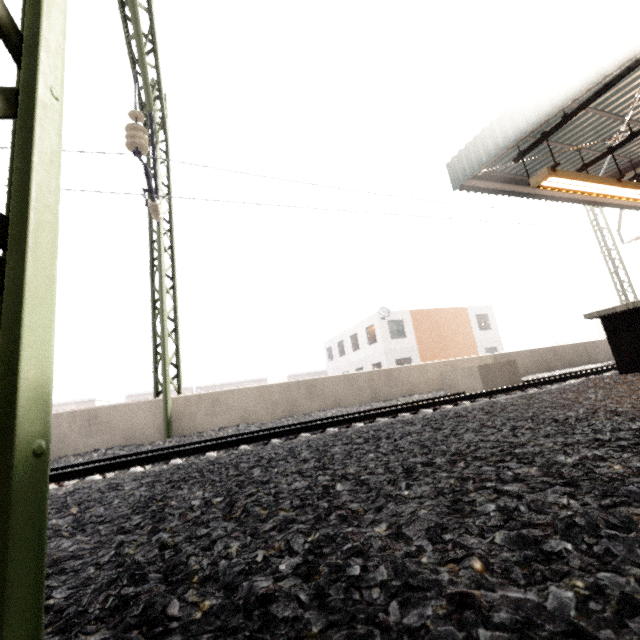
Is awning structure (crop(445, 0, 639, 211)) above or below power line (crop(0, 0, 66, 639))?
above

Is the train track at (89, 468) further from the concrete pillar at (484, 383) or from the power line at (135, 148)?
the power line at (135, 148)

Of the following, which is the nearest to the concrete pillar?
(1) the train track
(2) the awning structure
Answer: (1) the train track

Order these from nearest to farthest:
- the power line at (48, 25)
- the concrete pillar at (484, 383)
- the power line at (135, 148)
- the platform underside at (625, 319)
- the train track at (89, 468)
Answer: the power line at (48, 25)
the train track at (89, 468)
the platform underside at (625, 319)
the power line at (135, 148)
the concrete pillar at (484, 383)

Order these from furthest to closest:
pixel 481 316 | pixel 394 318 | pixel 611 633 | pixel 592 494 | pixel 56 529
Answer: pixel 481 316, pixel 394 318, pixel 56 529, pixel 592 494, pixel 611 633

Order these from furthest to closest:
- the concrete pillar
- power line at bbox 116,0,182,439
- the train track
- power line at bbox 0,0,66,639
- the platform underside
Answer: the concrete pillar, power line at bbox 116,0,182,439, the platform underside, the train track, power line at bbox 0,0,66,639

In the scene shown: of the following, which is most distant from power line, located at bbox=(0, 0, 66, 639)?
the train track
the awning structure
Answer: the awning structure
